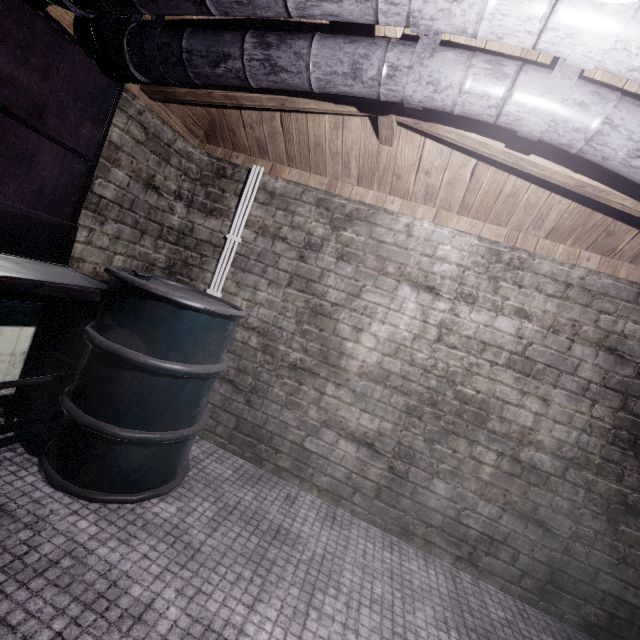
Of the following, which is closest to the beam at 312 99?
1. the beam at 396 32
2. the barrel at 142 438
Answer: the beam at 396 32

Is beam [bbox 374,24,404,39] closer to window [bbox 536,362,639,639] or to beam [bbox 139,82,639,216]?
beam [bbox 139,82,639,216]

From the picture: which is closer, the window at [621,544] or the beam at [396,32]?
the beam at [396,32]

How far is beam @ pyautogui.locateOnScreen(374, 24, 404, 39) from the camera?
1.21m

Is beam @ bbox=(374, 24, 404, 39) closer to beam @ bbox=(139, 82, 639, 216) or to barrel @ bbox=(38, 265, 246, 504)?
beam @ bbox=(139, 82, 639, 216)

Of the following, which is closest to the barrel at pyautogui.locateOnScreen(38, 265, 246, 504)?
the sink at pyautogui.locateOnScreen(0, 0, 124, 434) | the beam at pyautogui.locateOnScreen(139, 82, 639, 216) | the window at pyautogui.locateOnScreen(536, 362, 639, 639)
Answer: the sink at pyautogui.locateOnScreen(0, 0, 124, 434)

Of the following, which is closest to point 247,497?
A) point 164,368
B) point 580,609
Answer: point 164,368

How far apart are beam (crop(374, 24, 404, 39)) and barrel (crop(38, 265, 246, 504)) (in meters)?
1.28
